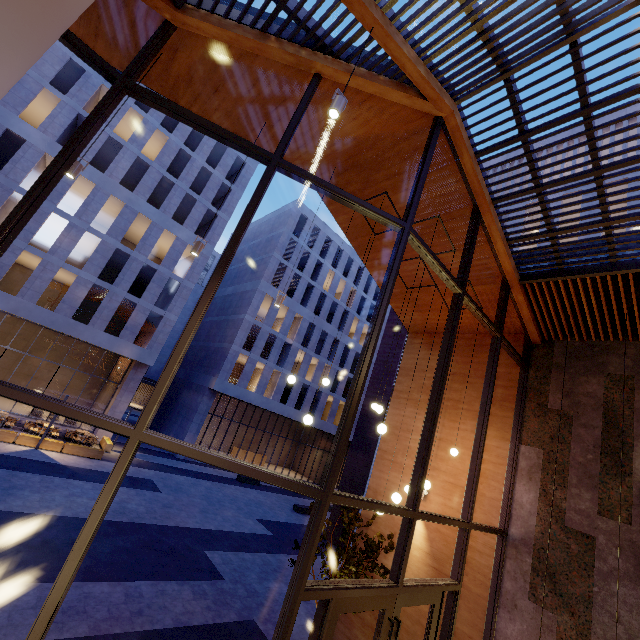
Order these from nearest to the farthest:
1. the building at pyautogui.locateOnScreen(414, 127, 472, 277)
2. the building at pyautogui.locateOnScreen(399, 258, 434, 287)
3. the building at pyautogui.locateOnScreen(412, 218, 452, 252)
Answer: the building at pyautogui.locateOnScreen(414, 127, 472, 277), the building at pyautogui.locateOnScreen(412, 218, 452, 252), the building at pyautogui.locateOnScreen(399, 258, 434, 287)

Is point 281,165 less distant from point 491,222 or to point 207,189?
point 491,222

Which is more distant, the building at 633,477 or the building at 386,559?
the building at 386,559

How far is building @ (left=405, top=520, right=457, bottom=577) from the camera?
7.8m

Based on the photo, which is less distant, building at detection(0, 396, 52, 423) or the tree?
the tree

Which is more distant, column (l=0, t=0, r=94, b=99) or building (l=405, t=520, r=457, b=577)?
building (l=405, t=520, r=457, b=577)

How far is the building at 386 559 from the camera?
8.6m

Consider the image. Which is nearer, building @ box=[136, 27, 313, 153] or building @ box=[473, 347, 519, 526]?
building @ box=[136, 27, 313, 153]
